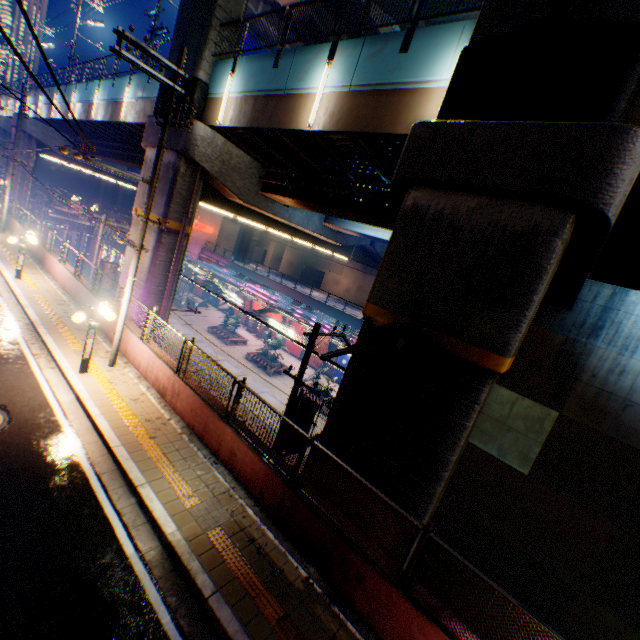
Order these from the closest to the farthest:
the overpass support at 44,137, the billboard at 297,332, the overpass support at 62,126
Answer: the overpass support at 62,126
the overpass support at 44,137
the billboard at 297,332

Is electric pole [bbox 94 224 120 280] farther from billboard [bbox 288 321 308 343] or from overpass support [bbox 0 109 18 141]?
billboard [bbox 288 321 308 343]

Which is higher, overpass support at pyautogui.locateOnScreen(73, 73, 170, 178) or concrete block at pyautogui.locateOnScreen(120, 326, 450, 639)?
overpass support at pyautogui.locateOnScreen(73, 73, 170, 178)

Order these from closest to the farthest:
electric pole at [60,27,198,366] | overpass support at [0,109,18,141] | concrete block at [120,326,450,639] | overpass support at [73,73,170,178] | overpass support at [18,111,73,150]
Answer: concrete block at [120,326,450,639]
electric pole at [60,27,198,366]
overpass support at [73,73,170,178]
overpass support at [18,111,73,150]
overpass support at [0,109,18,141]

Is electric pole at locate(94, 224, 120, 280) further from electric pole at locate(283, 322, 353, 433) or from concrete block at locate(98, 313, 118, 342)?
electric pole at locate(283, 322, 353, 433)

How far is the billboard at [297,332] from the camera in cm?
3641

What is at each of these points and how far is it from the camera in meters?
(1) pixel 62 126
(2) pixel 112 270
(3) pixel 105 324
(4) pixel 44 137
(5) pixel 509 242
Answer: (1) overpass support, 30.1
(2) electric pole, 20.1
(3) concrete block, 13.0
(4) overpass support, 32.6
(5) overpass support, 6.0
